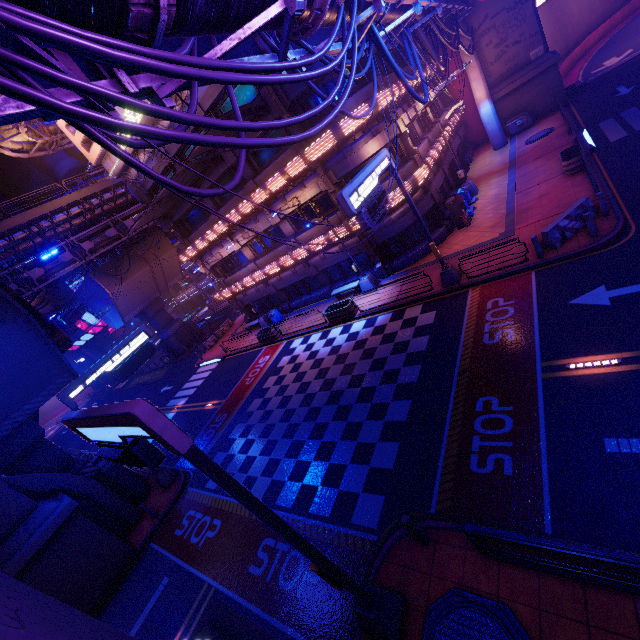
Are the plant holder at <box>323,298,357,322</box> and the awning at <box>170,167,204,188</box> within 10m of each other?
no

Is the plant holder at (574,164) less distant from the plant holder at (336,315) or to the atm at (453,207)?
the atm at (453,207)

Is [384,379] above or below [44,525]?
below

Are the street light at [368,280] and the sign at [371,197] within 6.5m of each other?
yes

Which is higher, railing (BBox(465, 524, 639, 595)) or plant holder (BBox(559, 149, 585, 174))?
railing (BBox(465, 524, 639, 595))

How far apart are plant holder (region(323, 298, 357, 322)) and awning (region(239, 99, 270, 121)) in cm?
1150

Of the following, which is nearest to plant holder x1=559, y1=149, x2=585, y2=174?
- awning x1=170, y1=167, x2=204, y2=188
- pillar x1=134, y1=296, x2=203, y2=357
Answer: awning x1=170, y1=167, x2=204, y2=188

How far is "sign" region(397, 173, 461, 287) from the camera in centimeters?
1453cm
